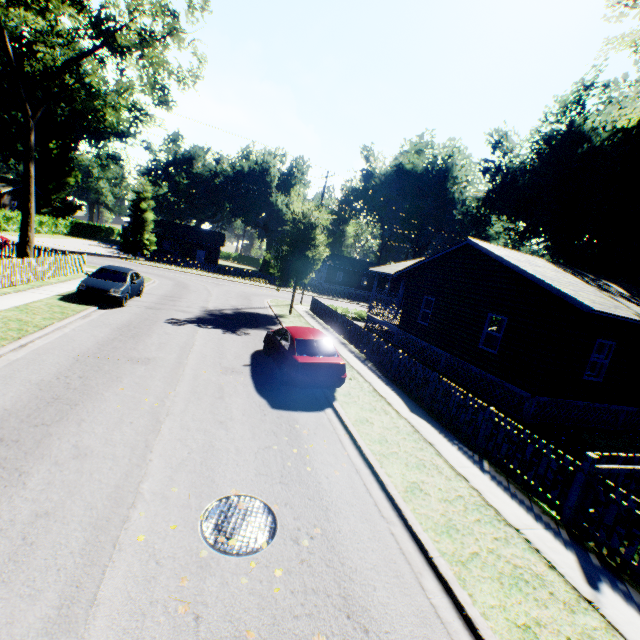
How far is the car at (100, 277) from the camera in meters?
14.5 m

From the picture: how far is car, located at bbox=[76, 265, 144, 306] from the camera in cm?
1449

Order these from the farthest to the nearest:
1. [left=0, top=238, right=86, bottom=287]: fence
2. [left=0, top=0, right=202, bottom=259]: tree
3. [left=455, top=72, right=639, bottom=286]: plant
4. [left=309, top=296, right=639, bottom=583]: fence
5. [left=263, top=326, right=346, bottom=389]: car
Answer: [left=455, top=72, right=639, bottom=286]: plant < [left=0, top=0, right=202, bottom=259]: tree < [left=0, top=238, right=86, bottom=287]: fence < [left=263, top=326, right=346, bottom=389]: car < [left=309, top=296, right=639, bottom=583]: fence

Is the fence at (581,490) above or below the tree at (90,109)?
below

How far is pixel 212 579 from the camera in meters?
3.9

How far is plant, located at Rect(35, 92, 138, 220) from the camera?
49.3m

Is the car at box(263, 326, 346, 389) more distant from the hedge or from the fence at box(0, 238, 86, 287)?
the hedge

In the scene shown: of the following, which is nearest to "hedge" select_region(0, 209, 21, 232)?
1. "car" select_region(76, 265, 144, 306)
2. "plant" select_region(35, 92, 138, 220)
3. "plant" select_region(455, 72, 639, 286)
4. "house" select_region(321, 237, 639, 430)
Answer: "plant" select_region(35, 92, 138, 220)
